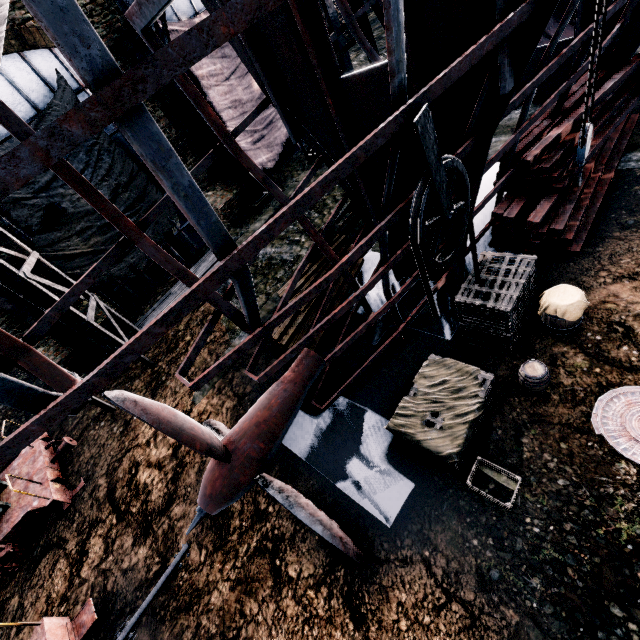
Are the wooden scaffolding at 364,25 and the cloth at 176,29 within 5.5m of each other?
no

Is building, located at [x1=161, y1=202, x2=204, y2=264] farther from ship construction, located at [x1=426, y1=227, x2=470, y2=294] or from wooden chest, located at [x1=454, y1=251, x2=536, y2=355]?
wooden chest, located at [x1=454, y1=251, x2=536, y2=355]

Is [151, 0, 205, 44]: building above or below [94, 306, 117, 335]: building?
above

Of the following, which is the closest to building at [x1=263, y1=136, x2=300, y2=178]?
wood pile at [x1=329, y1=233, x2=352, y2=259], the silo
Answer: the silo

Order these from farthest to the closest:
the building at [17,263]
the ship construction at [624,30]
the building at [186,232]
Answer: the building at [186,232] → the building at [17,263] → the ship construction at [624,30]

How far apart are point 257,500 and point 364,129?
9.7m

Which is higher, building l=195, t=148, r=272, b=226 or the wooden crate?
building l=195, t=148, r=272, b=226

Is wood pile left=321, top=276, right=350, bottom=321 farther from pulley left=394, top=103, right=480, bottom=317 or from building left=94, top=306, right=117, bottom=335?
building left=94, top=306, right=117, bottom=335
